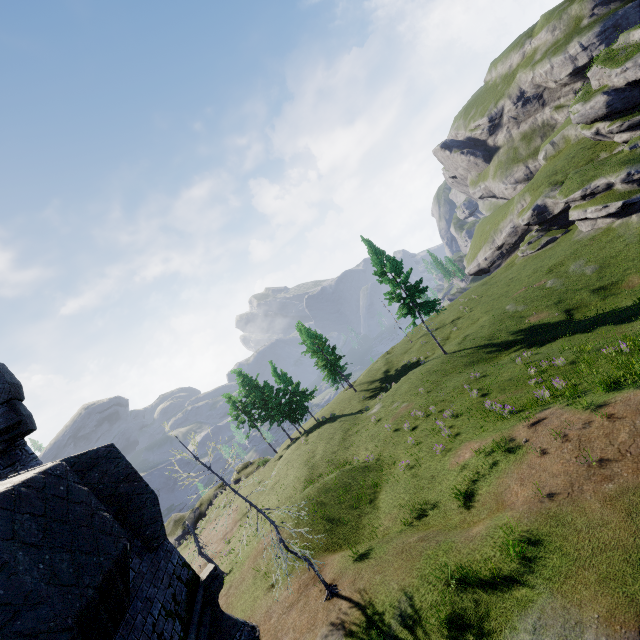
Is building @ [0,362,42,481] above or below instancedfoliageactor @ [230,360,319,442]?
above

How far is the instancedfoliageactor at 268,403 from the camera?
42.5m

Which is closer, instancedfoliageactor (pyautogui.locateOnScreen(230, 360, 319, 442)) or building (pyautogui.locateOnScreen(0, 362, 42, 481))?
building (pyautogui.locateOnScreen(0, 362, 42, 481))

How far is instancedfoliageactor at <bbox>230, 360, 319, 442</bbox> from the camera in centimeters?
4247cm

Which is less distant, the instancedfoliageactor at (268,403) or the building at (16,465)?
the building at (16,465)

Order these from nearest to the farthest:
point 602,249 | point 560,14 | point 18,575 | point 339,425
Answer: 1. point 18,575
2. point 602,249
3. point 339,425
4. point 560,14
